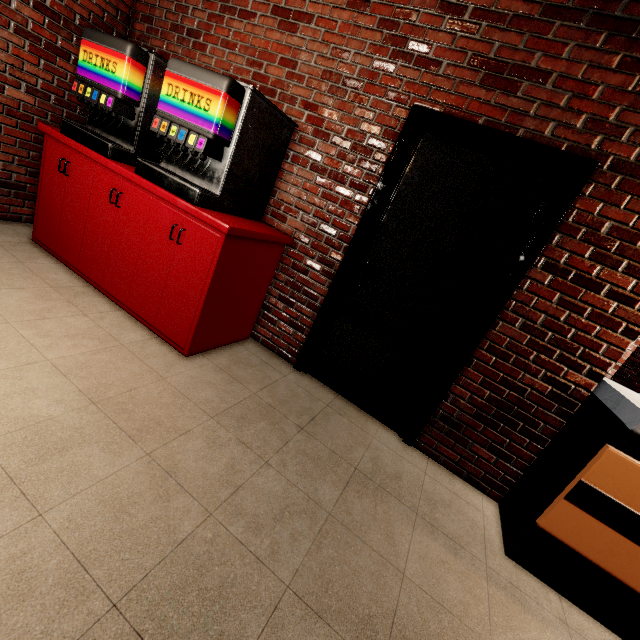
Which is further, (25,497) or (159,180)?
(159,180)
